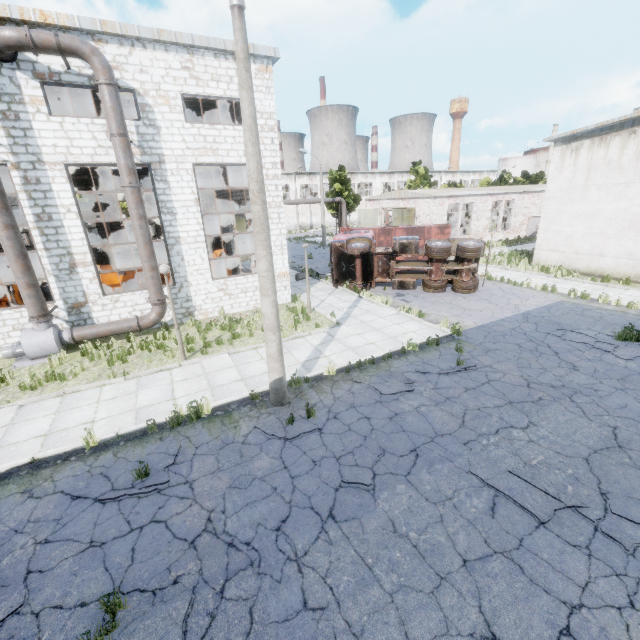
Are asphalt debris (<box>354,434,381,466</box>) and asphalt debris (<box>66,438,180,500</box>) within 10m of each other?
yes

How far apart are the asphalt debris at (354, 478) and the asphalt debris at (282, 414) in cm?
137

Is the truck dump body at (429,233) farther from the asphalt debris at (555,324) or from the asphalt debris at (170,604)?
the asphalt debris at (170,604)

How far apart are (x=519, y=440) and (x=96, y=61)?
16.6m

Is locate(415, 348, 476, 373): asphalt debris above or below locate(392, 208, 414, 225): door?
below

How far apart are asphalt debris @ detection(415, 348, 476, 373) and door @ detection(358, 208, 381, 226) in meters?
29.2 m

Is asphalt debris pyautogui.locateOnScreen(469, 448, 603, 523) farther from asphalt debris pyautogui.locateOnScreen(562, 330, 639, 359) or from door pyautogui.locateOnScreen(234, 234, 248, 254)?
door pyautogui.locateOnScreen(234, 234, 248, 254)

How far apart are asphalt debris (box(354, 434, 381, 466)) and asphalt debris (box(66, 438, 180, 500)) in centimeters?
A: 387cm
